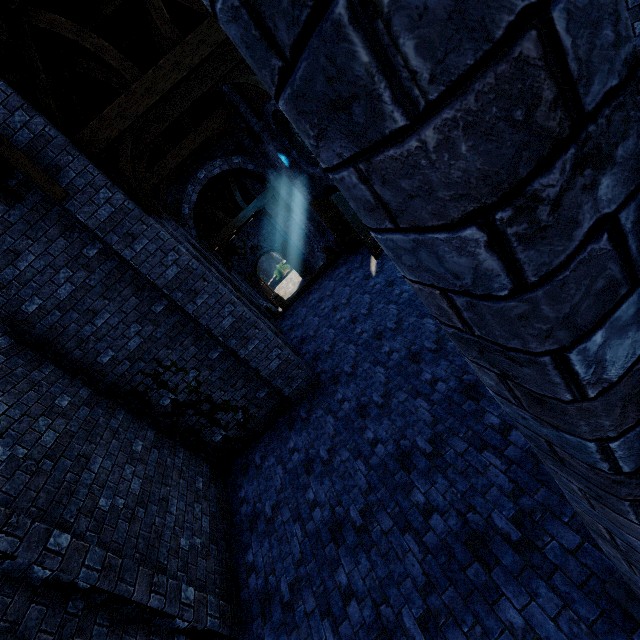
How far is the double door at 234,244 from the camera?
23.88m

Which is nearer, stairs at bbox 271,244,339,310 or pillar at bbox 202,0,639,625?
pillar at bbox 202,0,639,625

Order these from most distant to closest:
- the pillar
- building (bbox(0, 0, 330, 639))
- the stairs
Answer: the stairs → building (bbox(0, 0, 330, 639)) → the pillar

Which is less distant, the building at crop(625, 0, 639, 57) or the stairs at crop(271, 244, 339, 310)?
the building at crop(625, 0, 639, 57)

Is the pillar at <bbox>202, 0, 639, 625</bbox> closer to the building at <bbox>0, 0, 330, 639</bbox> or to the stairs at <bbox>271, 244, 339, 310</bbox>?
the building at <bbox>0, 0, 330, 639</bbox>

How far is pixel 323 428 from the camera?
6.8 meters

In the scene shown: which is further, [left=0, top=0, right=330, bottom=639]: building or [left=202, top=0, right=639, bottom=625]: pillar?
[left=0, top=0, right=330, bottom=639]: building

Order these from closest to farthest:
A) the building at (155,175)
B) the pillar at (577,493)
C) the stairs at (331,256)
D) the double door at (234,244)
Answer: the pillar at (577,493) < the building at (155,175) < the stairs at (331,256) < the double door at (234,244)
